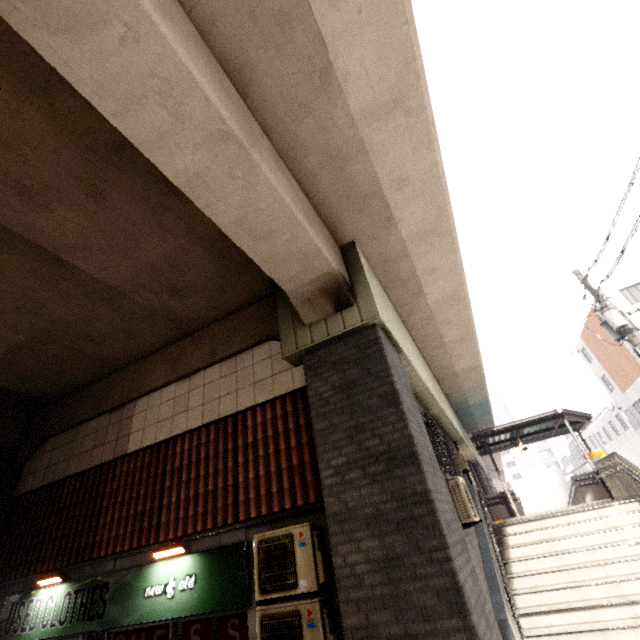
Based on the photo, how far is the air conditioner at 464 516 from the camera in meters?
6.4 m

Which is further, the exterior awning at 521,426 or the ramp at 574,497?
the ramp at 574,497

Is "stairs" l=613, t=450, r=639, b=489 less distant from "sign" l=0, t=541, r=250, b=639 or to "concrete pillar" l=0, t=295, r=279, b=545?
"sign" l=0, t=541, r=250, b=639

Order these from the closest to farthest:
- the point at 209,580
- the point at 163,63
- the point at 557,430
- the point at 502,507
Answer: the point at 163,63 → the point at 209,580 → the point at 557,430 → the point at 502,507

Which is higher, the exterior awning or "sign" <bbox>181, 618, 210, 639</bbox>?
the exterior awning

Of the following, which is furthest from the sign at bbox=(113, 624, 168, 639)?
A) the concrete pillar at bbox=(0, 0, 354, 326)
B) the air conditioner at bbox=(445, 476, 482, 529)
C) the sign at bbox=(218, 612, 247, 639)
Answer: the air conditioner at bbox=(445, 476, 482, 529)

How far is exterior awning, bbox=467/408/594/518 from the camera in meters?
12.9 m

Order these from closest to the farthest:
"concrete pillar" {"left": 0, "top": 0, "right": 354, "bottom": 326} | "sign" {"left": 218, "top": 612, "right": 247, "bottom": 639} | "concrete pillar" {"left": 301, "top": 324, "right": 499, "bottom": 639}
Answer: "concrete pillar" {"left": 0, "top": 0, "right": 354, "bottom": 326}
"concrete pillar" {"left": 301, "top": 324, "right": 499, "bottom": 639}
"sign" {"left": 218, "top": 612, "right": 247, "bottom": 639}
